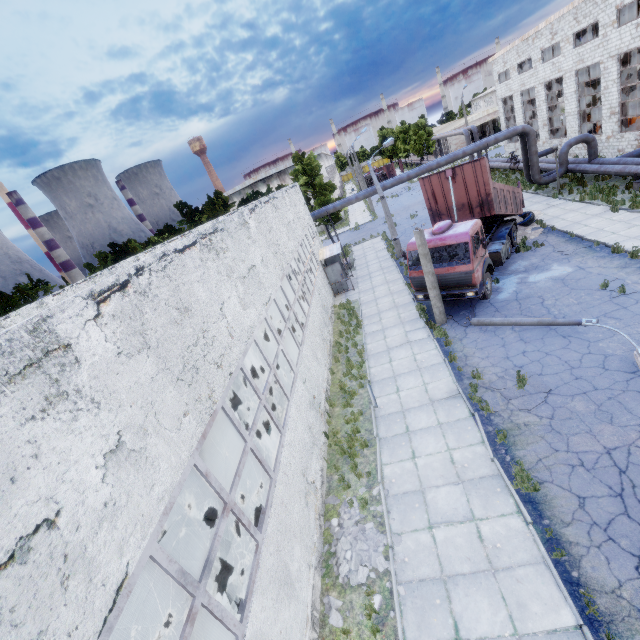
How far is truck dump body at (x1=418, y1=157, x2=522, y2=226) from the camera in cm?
1453

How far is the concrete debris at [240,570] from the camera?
8.2m

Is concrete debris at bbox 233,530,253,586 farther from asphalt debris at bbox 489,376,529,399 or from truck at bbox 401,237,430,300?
truck at bbox 401,237,430,300

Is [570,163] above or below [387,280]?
above

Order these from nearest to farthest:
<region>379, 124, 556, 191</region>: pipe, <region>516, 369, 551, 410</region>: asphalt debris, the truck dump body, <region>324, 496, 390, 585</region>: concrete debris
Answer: <region>324, 496, 390, 585</region>: concrete debris, <region>516, 369, 551, 410</region>: asphalt debris, the truck dump body, <region>379, 124, 556, 191</region>: pipe

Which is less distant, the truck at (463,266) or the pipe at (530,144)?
the truck at (463,266)

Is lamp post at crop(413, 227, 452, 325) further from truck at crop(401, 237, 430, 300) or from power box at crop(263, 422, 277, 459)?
power box at crop(263, 422, 277, 459)

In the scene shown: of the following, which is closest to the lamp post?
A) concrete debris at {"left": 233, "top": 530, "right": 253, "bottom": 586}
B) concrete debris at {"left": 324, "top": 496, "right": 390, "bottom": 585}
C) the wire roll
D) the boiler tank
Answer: concrete debris at {"left": 324, "top": 496, "right": 390, "bottom": 585}
